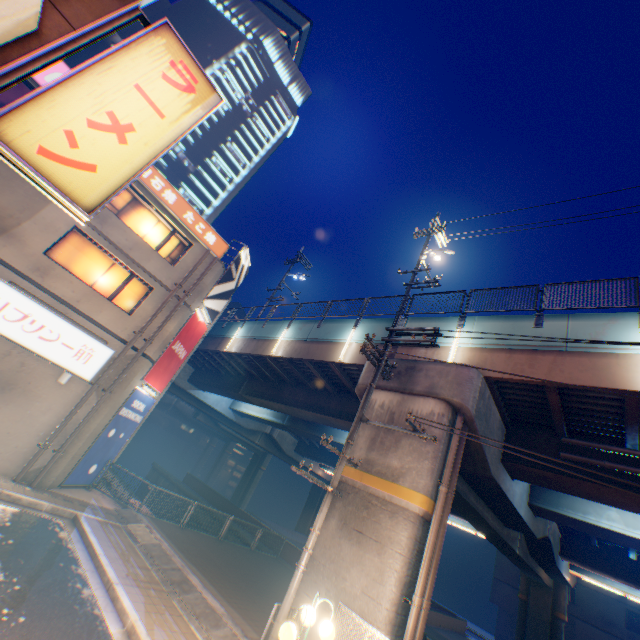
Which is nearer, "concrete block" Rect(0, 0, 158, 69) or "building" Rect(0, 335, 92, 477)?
"concrete block" Rect(0, 0, 158, 69)

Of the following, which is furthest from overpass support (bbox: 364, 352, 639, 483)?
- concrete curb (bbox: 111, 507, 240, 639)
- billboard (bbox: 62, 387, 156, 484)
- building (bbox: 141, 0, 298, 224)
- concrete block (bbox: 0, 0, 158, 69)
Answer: building (bbox: 141, 0, 298, 224)

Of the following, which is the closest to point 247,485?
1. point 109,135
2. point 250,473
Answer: point 250,473

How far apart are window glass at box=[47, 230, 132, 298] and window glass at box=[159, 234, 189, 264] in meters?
1.5 m

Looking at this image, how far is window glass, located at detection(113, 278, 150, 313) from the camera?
14.2m

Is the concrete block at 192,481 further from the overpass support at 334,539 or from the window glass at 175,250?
the window glass at 175,250

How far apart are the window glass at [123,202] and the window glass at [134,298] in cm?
146
